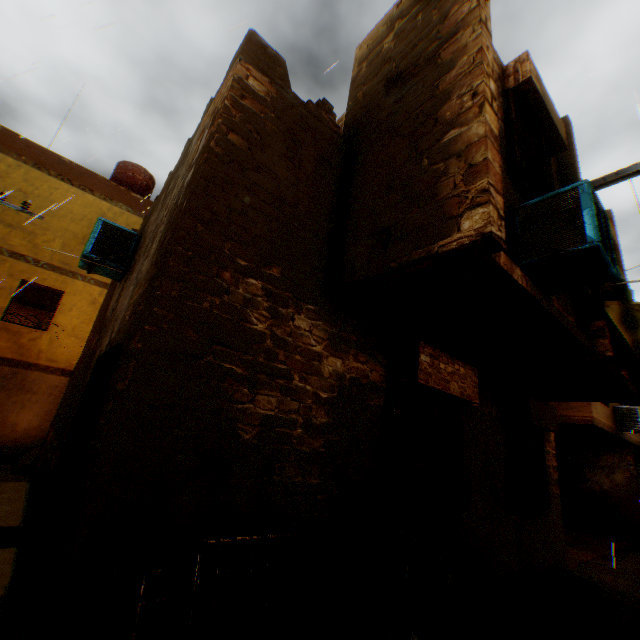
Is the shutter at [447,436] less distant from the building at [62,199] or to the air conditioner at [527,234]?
the building at [62,199]

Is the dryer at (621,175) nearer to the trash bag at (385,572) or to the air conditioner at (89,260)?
the trash bag at (385,572)

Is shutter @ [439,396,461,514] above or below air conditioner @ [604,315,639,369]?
below

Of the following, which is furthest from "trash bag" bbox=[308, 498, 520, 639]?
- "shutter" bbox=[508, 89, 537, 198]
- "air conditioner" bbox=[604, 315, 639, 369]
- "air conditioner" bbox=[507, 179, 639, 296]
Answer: "air conditioner" bbox=[604, 315, 639, 369]

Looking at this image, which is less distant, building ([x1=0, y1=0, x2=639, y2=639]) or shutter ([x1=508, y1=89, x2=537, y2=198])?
building ([x1=0, y1=0, x2=639, y2=639])

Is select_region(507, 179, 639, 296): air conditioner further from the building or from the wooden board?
the wooden board

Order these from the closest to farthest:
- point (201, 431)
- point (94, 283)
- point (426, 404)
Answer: point (201, 431), point (426, 404), point (94, 283)

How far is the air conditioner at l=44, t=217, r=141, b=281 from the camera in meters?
5.7 m
